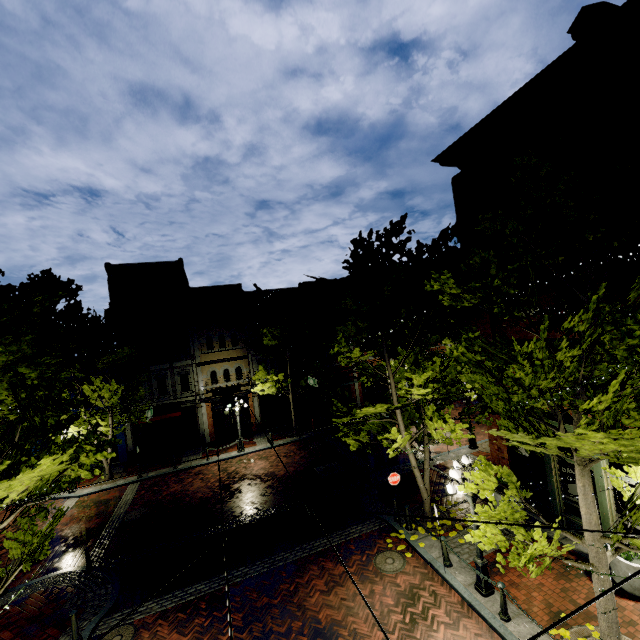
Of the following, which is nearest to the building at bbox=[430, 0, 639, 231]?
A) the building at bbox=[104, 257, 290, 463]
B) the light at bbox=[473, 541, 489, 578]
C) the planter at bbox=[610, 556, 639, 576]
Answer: the planter at bbox=[610, 556, 639, 576]

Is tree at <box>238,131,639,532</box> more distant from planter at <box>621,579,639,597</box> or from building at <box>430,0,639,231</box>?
planter at <box>621,579,639,597</box>

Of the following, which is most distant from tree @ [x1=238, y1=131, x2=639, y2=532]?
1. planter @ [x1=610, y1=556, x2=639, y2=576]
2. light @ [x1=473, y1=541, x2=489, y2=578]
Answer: planter @ [x1=610, y1=556, x2=639, y2=576]

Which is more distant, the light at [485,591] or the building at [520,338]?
the building at [520,338]

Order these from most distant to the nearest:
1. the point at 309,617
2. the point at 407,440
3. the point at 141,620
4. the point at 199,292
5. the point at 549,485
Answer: the point at 199,292 → the point at 407,440 → the point at 549,485 → the point at 141,620 → the point at 309,617

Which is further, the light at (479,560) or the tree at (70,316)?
the light at (479,560)

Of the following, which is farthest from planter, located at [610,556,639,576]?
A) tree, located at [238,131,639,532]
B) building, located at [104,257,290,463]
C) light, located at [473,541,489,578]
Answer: building, located at [104,257,290,463]
